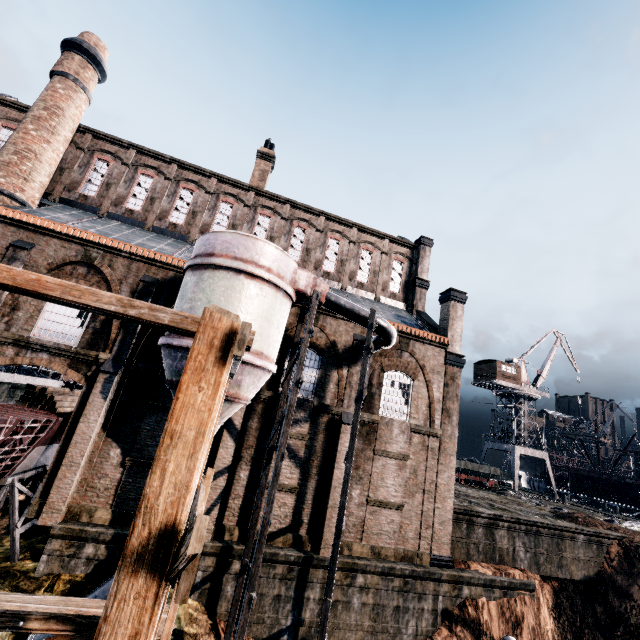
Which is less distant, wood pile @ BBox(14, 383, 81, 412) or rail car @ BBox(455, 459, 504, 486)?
wood pile @ BBox(14, 383, 81, 412)

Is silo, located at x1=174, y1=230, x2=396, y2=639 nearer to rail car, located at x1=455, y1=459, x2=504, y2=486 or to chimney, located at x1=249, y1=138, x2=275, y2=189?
chimney, located at x1=249, y1=138, x2=275, y2=189

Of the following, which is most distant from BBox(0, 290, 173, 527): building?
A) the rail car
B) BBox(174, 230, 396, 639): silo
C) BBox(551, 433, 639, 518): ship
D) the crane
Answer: BBox(551, 433, 639, 518): ship

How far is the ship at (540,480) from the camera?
52.56m

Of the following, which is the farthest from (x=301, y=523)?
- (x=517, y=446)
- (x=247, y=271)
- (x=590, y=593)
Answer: (x=517, y=446)

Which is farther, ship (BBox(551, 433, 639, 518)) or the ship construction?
ship (BBox(551, 433, 639, 518))

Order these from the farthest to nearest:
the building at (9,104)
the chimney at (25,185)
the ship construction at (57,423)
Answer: the building at (9,104) → the chimney at (25,185) → the ship construction at (57,423)

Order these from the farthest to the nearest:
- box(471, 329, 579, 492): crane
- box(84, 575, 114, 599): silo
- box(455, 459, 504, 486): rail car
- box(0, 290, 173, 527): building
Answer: box(471, 329, 579, 492): crane < box(455, 459, 504, 486): rail car < box(0, 290, 173, 527): building < box(84, 575, 114, 599): silo
